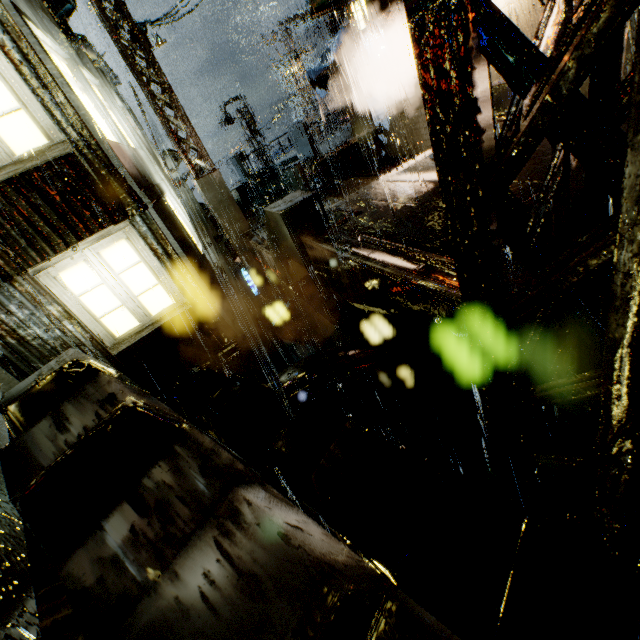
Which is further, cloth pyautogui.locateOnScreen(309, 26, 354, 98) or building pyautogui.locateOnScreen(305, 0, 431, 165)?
cloth pyautogui.locateOnScreen(309, 26, 354, 98)

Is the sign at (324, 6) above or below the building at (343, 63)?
above

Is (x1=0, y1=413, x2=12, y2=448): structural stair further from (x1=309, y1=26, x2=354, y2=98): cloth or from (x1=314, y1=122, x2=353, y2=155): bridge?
(x1=309, y1=26, x2=354, y2=98): cloth

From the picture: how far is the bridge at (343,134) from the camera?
19.8m

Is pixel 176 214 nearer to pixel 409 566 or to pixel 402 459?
pixel 402 459

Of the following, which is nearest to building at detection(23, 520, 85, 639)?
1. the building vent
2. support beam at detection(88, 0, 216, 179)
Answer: the building vent

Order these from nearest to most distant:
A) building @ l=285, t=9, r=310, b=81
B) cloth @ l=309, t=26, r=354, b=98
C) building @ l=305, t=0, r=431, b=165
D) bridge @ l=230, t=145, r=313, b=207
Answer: building @ l=305, t=0, r=431, b=165 → cloth @ l=309, t=26, r=354, b=98 → bridge @ l=230, t=145, r=313, b=207 → building @ l=285, t=9, r=310, b=81

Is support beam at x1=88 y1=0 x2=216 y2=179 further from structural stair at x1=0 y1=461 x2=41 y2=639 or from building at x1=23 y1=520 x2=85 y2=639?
structural stair at x1=0 y1=461 x2=41 y2=639
